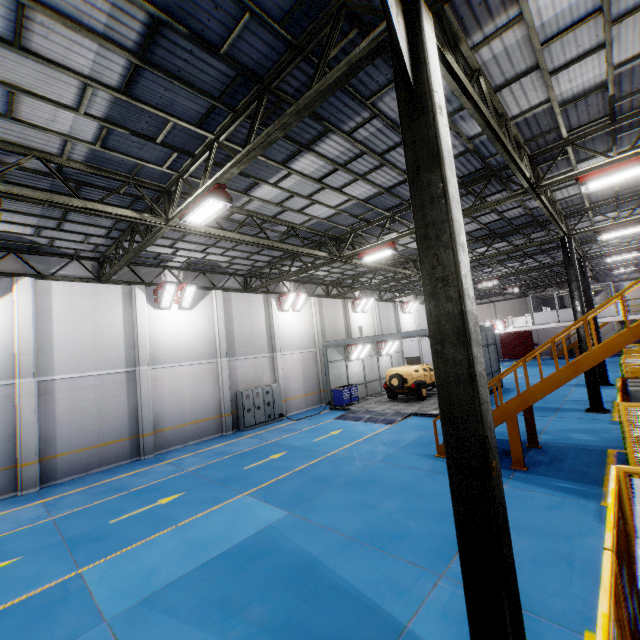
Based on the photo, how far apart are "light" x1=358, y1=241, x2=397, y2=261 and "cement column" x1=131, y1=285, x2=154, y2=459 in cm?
1021

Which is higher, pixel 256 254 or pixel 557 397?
pixel 256 254

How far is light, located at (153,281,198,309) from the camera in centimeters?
1547cm

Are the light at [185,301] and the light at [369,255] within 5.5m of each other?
no

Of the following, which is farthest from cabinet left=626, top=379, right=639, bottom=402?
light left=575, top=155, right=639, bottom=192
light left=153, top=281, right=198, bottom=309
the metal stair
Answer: light left=153, top=281, right=198, bottom=309

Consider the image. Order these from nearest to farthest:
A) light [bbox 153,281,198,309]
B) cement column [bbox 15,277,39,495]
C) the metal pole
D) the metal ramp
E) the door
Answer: the metal pole → cement column [bbox 15,277,39,495] → light [bbox 153,281,198,309] → the metal ramp → the door

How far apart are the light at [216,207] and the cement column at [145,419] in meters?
8.5 m

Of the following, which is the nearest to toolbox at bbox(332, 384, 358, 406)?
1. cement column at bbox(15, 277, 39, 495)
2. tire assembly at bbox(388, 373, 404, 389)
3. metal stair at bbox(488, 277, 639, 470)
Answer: tire assembly at bbox(388, 373, 404, 389)
